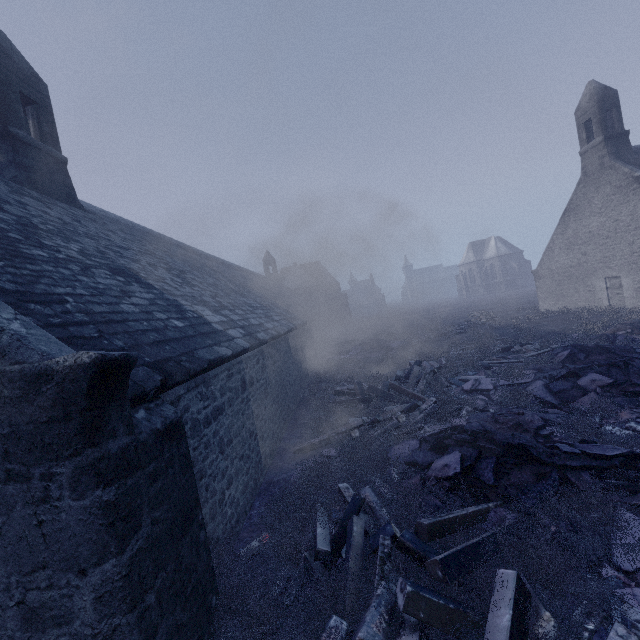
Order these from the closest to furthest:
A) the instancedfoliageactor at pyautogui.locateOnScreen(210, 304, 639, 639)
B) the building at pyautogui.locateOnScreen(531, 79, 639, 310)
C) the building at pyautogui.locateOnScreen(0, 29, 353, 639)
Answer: the building at pyautogui.locateOnScreen(0, 29, 353, 639) < the instancedfoliageactor at pyautogui.locateOnScreen(210, 304, 639, 639) < the building at pyautogui.locateOnScreen(531, 79, 639, 310)

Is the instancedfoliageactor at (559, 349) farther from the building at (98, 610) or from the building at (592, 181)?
the building at (592, 181)

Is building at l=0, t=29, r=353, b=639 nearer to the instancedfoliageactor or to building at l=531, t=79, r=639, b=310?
the instancedfoliageactor

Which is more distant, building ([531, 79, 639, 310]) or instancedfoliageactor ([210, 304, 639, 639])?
building ([531, 79, 639, 310])

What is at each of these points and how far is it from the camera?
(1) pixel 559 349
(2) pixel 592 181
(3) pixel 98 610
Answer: (1) instancedfoliageactor, 10.6m
(2) building, 18.7m
(3) building, 2.4m

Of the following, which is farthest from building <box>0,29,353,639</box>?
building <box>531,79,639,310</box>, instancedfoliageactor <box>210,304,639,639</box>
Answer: building <box>531,79,639,310</box>
